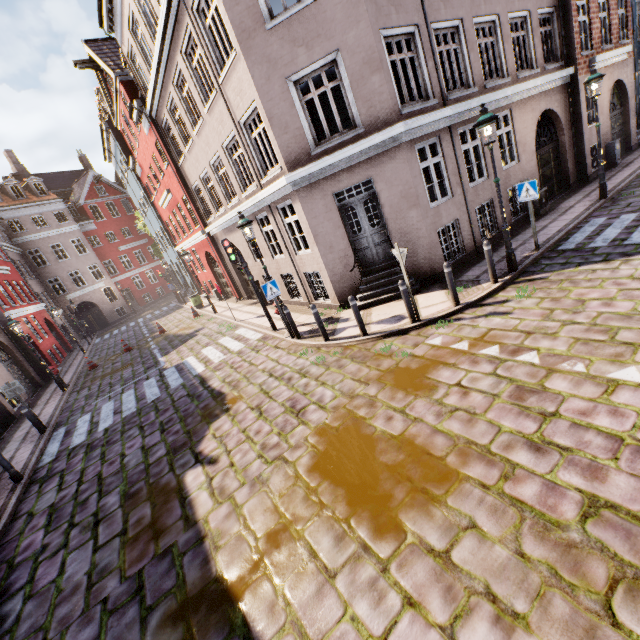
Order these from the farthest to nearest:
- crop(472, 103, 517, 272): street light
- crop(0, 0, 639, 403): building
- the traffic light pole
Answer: crop(0, 0, 639, 403): building, the traffic light pole, crop(472, 103, 517, 272): street light

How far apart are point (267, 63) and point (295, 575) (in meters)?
10.67

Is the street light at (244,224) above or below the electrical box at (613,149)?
above

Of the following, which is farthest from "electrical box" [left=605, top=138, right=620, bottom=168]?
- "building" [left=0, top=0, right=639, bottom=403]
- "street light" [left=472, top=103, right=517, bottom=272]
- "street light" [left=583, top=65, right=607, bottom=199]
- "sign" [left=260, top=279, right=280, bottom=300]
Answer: "sign" [left=260, top=279, right=280, bottom=300]

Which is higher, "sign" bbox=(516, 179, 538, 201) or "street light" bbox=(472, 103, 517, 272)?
"street light" bbox=(472, 103, 517, 272)

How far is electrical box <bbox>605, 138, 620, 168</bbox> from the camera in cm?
1398

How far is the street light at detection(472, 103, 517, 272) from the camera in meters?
7.0

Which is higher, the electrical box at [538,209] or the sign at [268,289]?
the sign at [268,289]
